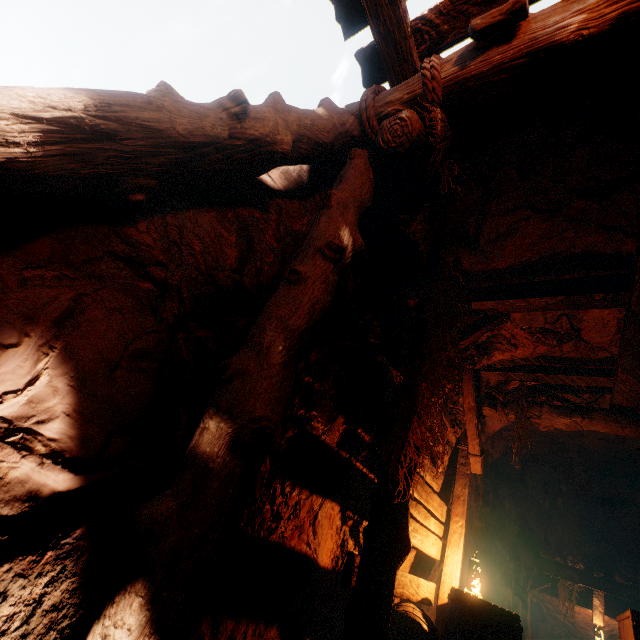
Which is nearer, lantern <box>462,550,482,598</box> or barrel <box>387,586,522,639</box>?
barrel <box>387,586,522,639</box>

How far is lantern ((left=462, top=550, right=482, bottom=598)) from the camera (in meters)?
3.90

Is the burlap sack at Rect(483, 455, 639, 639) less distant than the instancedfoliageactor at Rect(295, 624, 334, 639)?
No

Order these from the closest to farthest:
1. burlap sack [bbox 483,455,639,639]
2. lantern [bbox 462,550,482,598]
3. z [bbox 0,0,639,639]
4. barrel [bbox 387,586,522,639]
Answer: z [bbox 0,0,639,639], barrel [bbox 387,586,522,639], lantern [bbox 462,550,482,598], burlap sack [bbox 483,455,639,639]

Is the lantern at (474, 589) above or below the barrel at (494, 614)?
above

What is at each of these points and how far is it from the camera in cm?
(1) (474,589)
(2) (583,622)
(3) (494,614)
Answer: (1) lantern, 394
(2) burlap sack, 1201
(3) barrel, 312

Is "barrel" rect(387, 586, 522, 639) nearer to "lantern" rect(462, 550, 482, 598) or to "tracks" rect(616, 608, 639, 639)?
"lantern" rect(462, 550, 482, 598)

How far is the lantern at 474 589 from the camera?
3.90m
